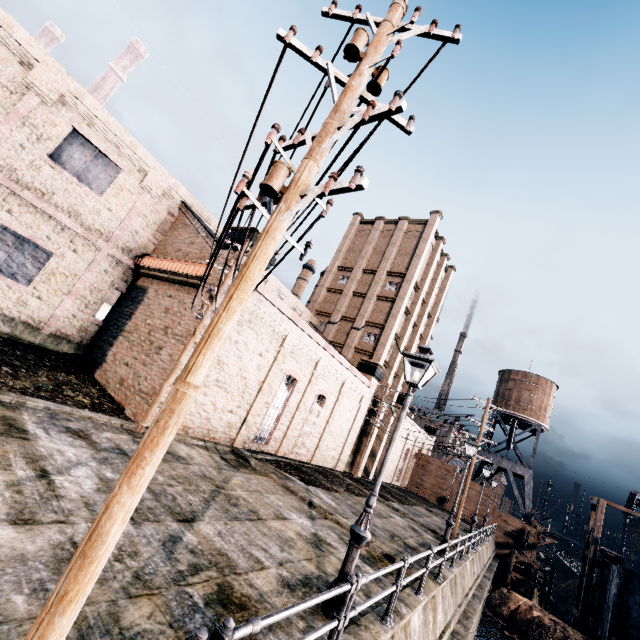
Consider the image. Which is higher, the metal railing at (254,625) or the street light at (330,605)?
the metal railing at (254,625)

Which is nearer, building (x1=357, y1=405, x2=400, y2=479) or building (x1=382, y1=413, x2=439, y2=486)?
building (x1=357, y1=405, x2=400, y2=479)

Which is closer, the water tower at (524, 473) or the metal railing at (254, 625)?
the metal railing at (254, 625)

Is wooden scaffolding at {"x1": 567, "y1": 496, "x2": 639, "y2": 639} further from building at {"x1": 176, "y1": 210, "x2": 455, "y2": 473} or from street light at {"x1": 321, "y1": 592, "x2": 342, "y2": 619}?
street light at {"x1": 321, "y1": 592, "x2": 342, "y2": 619}

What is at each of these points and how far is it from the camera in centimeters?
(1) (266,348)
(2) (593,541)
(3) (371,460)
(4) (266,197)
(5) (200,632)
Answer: (1) building, 1867cm
(2) wooden scaffolding, 3172cm
(3) building, 3412cm
(4) electric pole, 416cm
(5) metal railing, 243cm

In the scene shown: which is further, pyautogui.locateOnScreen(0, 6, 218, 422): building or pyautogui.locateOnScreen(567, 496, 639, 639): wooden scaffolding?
pyautogui.locateOnScreen(567, 496, 639, 639): wooden scaffolding

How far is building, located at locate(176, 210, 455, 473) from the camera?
17.3m

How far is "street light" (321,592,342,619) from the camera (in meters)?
6.16
